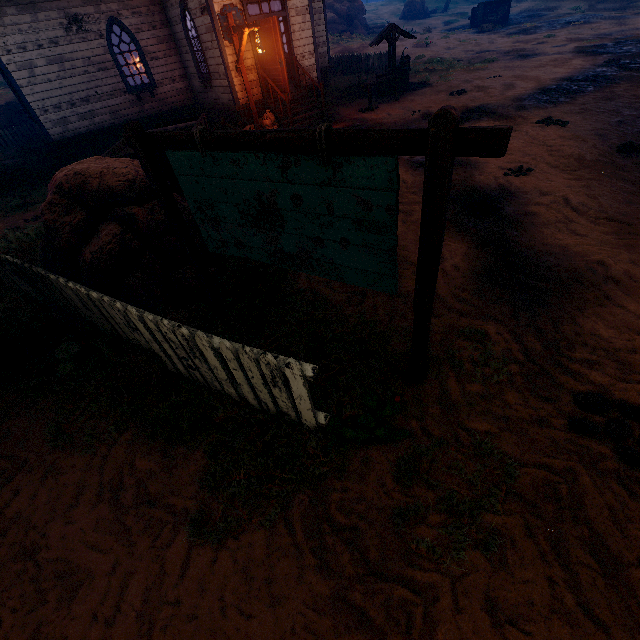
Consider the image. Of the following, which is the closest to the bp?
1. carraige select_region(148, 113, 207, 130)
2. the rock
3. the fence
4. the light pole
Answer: the light pole

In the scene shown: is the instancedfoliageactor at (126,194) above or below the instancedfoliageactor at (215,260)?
above

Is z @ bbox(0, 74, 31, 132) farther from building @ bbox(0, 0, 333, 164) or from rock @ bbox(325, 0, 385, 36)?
rock @ bbox(325, 0, 385, 36)

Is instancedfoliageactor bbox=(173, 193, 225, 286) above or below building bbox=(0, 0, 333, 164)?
below

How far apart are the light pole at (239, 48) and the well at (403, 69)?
6.19m

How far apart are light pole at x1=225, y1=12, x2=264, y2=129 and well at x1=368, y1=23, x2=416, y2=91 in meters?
6.2

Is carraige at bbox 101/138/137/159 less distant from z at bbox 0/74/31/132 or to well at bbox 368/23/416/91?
z at bbox 0/74/31/132

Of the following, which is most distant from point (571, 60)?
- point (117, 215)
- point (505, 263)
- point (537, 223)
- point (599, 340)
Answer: point (117, 215)
